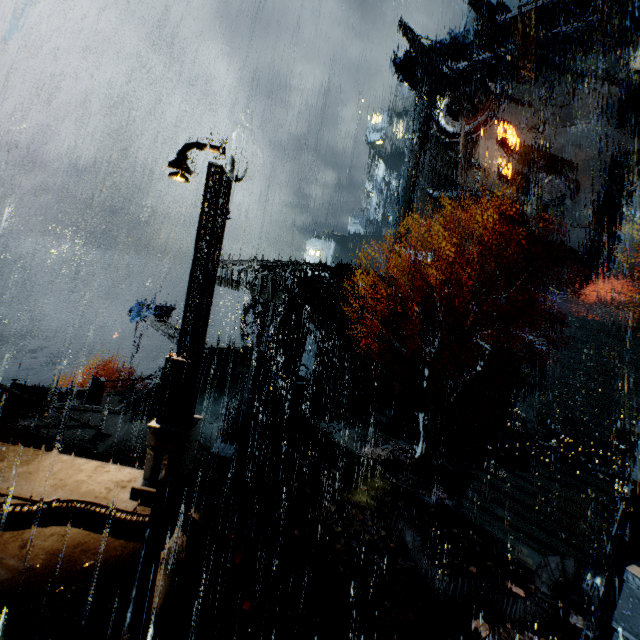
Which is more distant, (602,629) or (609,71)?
(609,71)

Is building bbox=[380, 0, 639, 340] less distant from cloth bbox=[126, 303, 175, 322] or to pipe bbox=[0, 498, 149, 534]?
pipe bbox=[0, 498, 149, 534]

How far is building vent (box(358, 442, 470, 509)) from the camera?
14.83m

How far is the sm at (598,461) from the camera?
14.3m

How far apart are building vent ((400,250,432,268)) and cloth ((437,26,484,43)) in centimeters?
2115cm

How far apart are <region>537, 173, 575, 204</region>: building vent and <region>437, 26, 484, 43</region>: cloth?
15.7m

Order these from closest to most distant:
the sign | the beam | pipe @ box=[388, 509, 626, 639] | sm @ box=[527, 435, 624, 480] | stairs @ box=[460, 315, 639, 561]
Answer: pipe @ box=[388, 509, 626, 639]
stairs @ box=[460, 315, 639, 561]
sm @ box=[527, 435, 624, 480]
the beam
the sign

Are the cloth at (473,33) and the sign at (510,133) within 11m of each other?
yes
